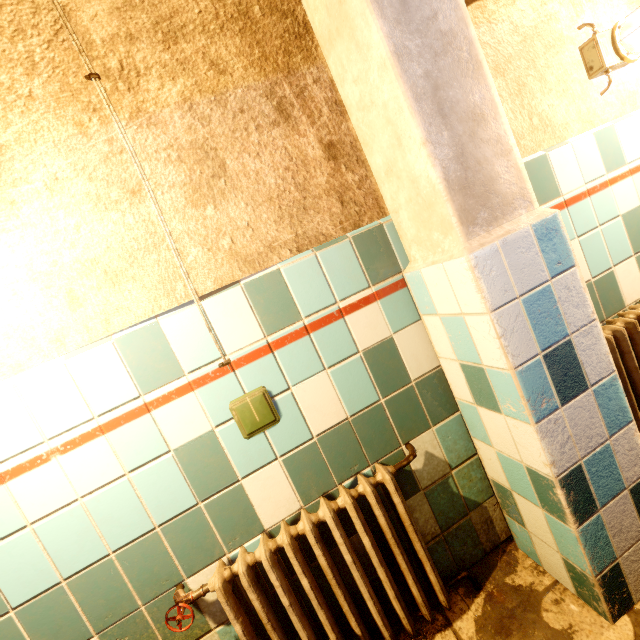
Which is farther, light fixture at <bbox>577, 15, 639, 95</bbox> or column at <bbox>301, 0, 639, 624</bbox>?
light fixture at <bbox>577, 15, 639, 95</bbox>

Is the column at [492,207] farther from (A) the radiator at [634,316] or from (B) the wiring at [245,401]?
(B) the wiring at [245,401]

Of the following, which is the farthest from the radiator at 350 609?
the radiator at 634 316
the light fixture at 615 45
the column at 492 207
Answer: the light fixture at 615 45

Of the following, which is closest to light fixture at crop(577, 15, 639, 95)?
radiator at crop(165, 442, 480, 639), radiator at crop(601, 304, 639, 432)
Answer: radiator at crop(601, 304, 639, 432)

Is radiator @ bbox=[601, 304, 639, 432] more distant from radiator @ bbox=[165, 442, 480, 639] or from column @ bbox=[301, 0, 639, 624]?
radiator @ bbox=[165, 442, 480, 639]

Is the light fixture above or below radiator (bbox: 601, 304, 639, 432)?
above

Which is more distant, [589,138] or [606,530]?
[589,138]

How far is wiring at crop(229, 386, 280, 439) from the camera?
1.1m
